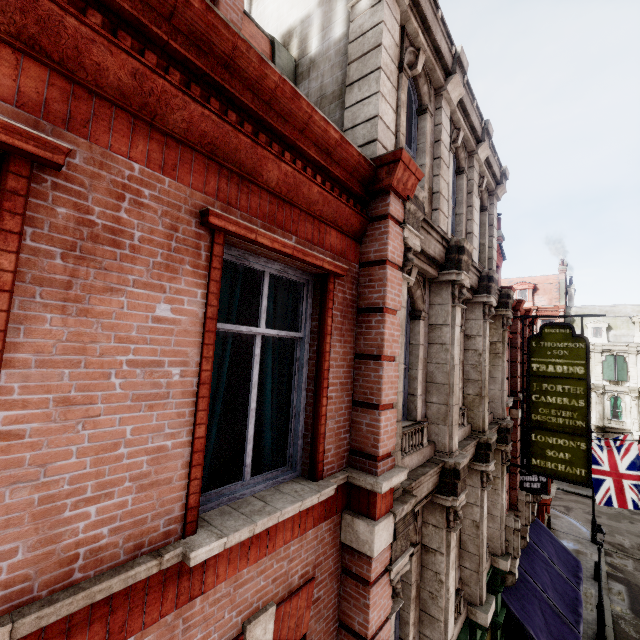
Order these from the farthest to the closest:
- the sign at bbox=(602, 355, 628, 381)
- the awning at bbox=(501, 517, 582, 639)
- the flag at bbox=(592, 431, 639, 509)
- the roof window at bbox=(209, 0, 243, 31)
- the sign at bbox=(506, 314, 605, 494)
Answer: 1. the sign at bbox=(602, 355, 628, 381)
2. the flag at bbox=(592, 431, 639, 509)
3. the awning at bbox=(501, 517, 582, 639)
4. the sign at bbox=(506, 314, 605, 494)
5. the roof window at bbox=(209, 0, 243, 31)

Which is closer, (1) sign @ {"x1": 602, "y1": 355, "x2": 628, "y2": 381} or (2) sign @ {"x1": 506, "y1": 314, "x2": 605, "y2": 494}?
(2) sign @ {"x1": 506, "y1": 314, "x2": 605, "y2": 494}

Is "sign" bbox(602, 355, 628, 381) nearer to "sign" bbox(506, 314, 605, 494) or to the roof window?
"sign" bbox(506, 314, 605, 494)

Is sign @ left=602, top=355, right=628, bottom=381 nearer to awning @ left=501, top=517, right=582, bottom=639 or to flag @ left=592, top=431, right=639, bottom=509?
flag @ left=592, top=431, right=639, bottom=509

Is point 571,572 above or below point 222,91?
below

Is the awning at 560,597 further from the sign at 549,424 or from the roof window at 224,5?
the roof window at 224,5

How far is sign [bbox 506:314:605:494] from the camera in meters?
8.9 m

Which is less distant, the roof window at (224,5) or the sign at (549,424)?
the roof window at (224,5)
